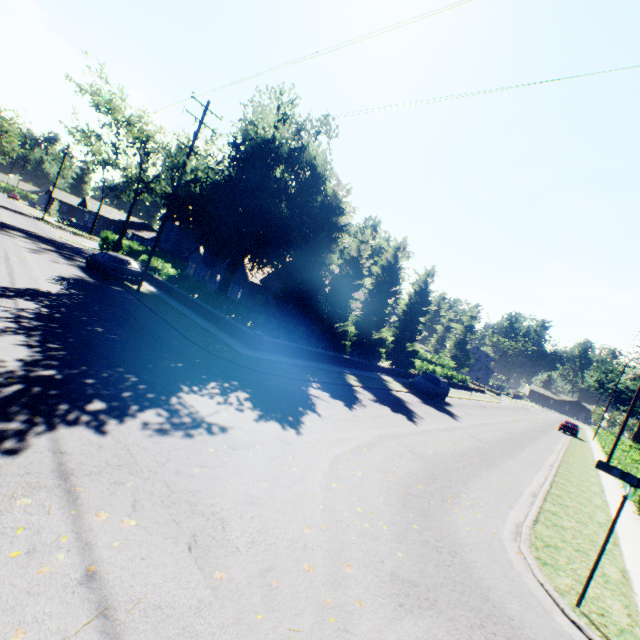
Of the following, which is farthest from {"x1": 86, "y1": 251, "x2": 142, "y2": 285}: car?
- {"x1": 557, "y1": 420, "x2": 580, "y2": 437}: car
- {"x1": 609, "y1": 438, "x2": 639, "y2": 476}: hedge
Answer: {"x1": 557, "y1": 420, "x2": 580, "y2": 437}: car

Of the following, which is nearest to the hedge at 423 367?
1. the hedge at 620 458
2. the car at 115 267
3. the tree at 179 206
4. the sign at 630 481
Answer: the tree at 179 206

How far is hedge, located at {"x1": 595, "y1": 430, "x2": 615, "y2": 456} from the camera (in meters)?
31.27

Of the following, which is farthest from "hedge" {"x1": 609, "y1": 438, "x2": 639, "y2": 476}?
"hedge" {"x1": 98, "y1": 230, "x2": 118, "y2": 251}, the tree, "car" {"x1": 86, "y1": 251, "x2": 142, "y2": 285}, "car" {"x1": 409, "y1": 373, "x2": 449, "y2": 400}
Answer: "car" {"x1": 86, "y1": 251, "x2": 142, "y2": 285}

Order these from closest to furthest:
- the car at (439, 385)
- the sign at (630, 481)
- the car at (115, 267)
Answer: the sign at (630, 481), the car at (115, 267), the car at (439, 385)

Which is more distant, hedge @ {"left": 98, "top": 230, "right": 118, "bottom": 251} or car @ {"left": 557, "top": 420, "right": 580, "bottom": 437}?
car @ {"left": 557, "top": 420, "right": 580, "bottom": 437}

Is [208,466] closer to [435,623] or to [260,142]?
[435,623]

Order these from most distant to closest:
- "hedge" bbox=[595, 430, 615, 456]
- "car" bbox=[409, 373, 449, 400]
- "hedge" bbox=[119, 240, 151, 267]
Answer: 1. "hedge" bbox=[595, 430, 615, 456]
2. "hedge" bbox=[119, 240, 151, 267]
3. "car" bbox=[409, 373, 449, 400]
